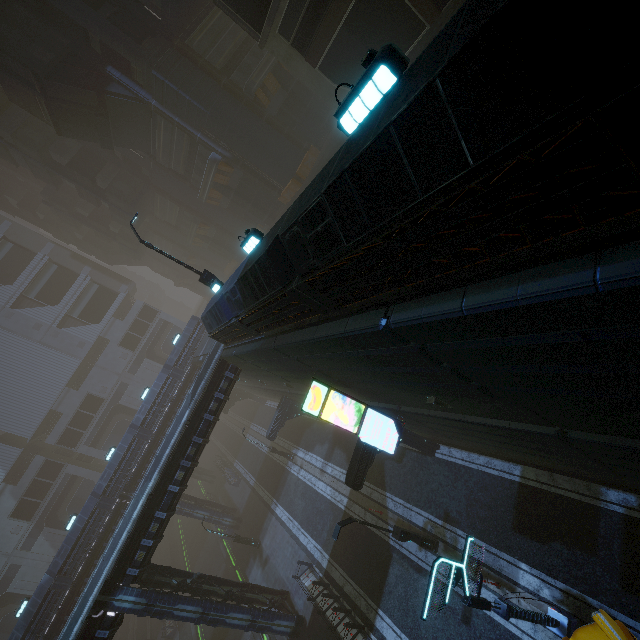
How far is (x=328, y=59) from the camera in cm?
1661

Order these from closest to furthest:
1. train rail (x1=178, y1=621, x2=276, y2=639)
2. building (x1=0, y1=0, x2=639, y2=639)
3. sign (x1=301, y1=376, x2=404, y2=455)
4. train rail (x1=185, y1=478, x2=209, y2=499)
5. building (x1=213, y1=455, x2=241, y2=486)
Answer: building (x1=0, y1=0, x2=639, y2=639), sign (x1=301, y1=376, x2=404, y2=455), train rail (x1=178, y1=621, x2=276, y2=639), building (x1=213, y1=455, x2=241, y2=486), train rail (x1=185, y1=478, x2=209, y2=499)

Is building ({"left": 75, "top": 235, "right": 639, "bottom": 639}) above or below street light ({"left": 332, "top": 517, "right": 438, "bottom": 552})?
above

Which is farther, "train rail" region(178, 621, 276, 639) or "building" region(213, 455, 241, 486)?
"building" region(213, 455, 241, 486)

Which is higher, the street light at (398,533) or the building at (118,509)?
the building at (118,509)

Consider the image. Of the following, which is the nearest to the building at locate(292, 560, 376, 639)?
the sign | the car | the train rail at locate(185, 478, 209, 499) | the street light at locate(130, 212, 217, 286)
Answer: the sign

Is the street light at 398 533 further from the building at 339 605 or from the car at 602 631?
the car at 602 631
